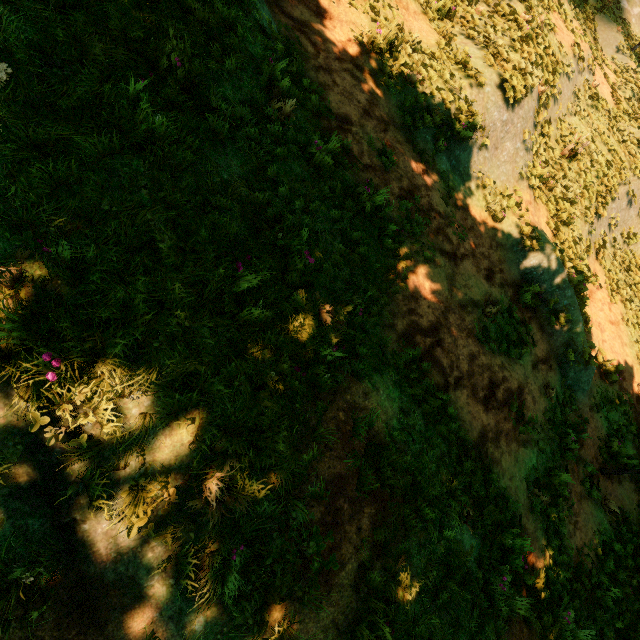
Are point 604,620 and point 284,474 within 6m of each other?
no
